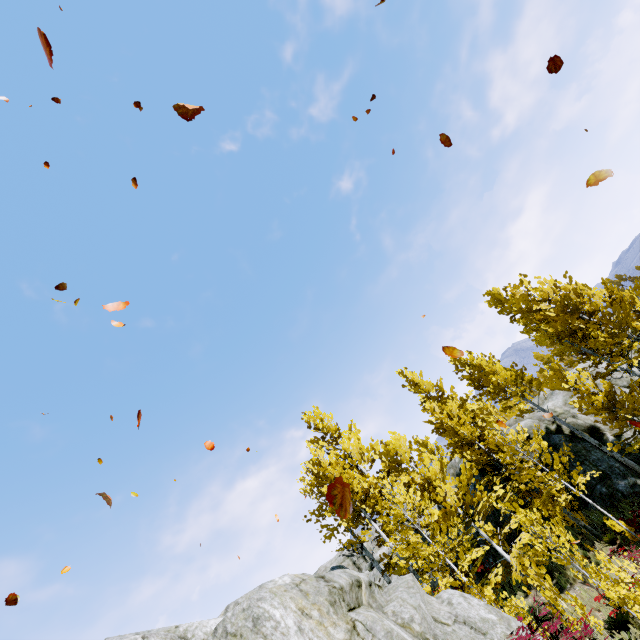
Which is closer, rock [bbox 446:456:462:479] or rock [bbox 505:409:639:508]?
rock [bbox 505:409:639:508]

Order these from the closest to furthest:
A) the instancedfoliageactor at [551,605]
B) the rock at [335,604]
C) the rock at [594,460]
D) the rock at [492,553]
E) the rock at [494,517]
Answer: the rock at [335,604]
the instancedfoliageactor at [551,605]
the rock at [594,460]
the rock at [494,517]
the rock at [492,553]

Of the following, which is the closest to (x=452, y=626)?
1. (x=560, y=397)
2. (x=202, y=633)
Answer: (x=202, y=633)

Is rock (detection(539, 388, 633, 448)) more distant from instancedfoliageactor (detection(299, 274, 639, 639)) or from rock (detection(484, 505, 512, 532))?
rock (detection(484, 505, 512, 532))

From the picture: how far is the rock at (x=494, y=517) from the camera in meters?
16.1

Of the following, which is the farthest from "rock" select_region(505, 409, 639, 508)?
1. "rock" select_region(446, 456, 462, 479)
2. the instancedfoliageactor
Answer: "rock" select_region(446, 456, 462, 479)
